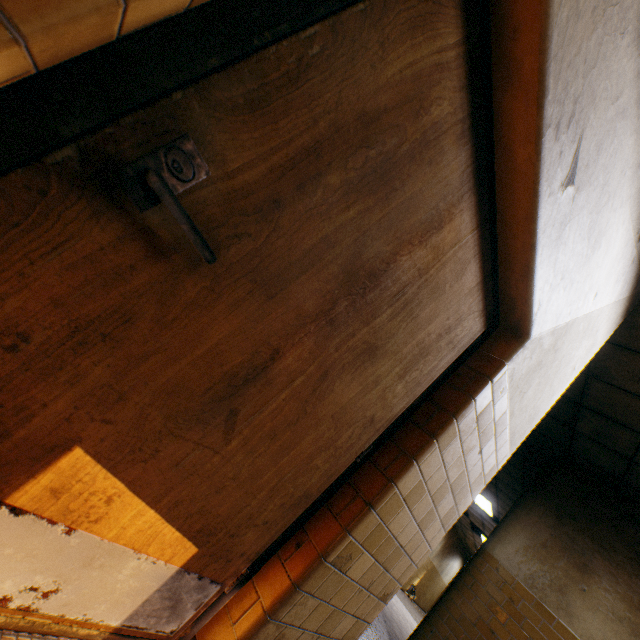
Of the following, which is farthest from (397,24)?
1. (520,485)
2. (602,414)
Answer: (520,485)
